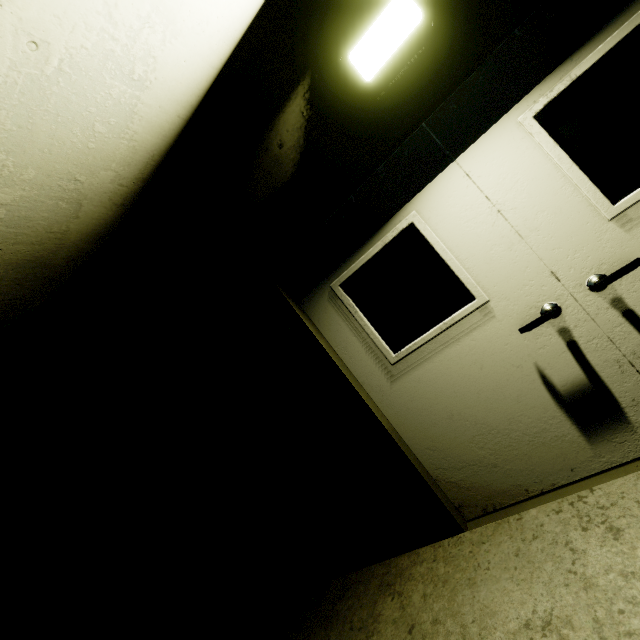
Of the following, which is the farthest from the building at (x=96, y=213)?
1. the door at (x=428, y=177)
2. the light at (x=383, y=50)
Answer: the light at (x=383, y=50)

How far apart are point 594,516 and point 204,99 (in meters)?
3.50

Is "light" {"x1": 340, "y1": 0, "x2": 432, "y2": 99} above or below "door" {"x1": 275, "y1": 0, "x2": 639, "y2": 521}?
above

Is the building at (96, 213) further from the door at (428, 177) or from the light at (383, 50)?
the light at (383, 50)

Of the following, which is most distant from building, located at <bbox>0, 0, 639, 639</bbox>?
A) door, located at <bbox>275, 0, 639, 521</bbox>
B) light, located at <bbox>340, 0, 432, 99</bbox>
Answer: light, located at <bbox>340, 0, 432, 99</bbox>

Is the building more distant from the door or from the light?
the light
